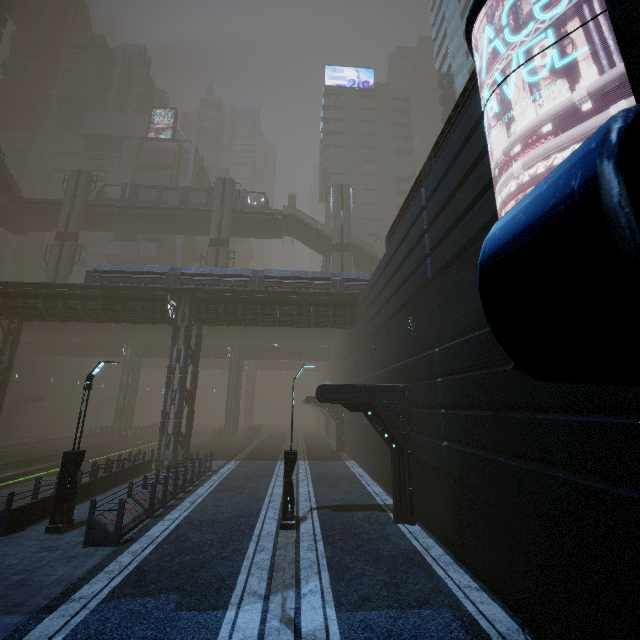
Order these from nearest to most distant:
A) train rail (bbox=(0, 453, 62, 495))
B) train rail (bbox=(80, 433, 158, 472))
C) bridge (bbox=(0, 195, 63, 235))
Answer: train rail (bbox=(0, 453, 62, 495)) → train rail (bbox=(80, 433, 158, 472)) → bridge (bbox=(0, 195, 63, 235))

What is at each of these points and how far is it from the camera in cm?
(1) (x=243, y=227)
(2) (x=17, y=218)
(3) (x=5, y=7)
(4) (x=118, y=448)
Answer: (1) bridge, 4131
(2) bridge, 3972
(3) building, 5116
(4) train rail, 3297

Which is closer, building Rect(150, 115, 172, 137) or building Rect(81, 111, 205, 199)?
building Rect(81, 111, 205, 199)

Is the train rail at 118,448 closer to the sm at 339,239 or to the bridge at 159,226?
the sm at 339,239

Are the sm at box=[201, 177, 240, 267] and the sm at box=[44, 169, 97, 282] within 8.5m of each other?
no

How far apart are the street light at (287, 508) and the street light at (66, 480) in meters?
6.7

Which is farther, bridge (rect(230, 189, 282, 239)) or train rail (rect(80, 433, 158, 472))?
bridge (rect(230, 189, 282, 239))

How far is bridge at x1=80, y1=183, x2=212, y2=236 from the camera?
38.7m
